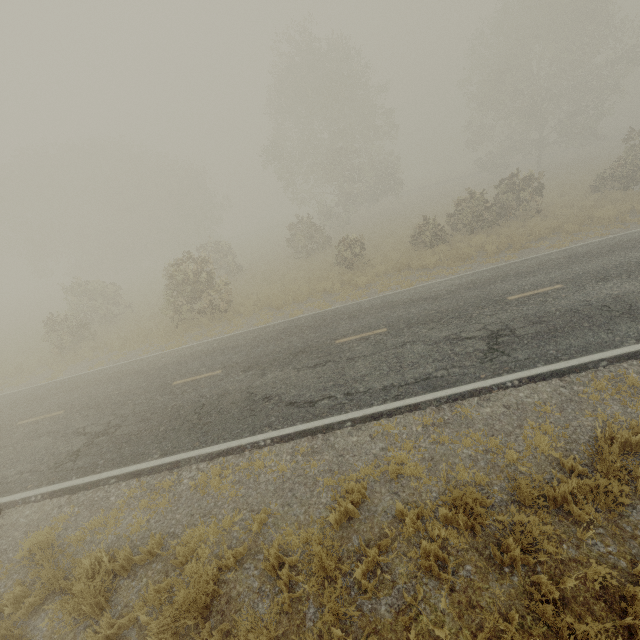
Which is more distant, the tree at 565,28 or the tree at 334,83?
the tree at 334,83

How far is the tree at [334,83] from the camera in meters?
27.3 m

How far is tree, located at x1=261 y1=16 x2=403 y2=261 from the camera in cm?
2728

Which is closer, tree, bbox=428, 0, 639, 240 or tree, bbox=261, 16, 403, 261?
tree, bbox=428, 0, 639, 240

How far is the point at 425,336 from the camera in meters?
9.7 m
